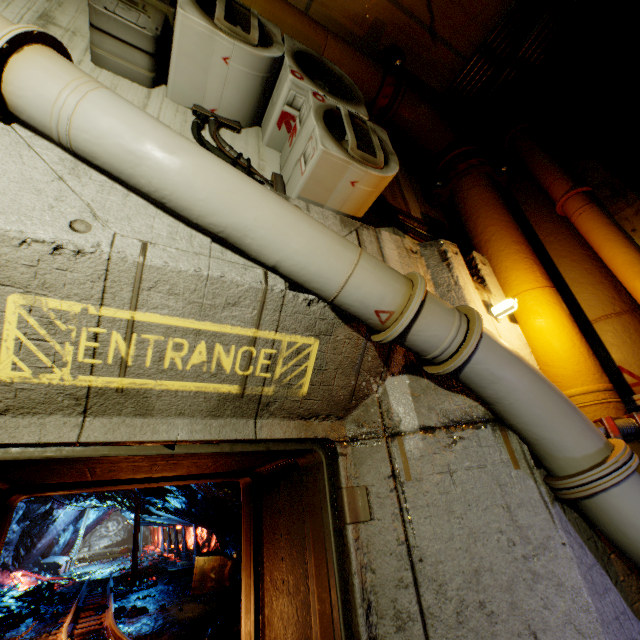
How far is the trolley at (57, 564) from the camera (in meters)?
17.92

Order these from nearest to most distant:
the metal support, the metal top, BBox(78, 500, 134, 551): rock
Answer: the metal support
the metal top
BBox(78, 500, 134, 551): rock

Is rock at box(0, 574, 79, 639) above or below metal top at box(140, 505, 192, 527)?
below

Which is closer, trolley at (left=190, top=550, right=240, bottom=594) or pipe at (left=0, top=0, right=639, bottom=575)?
pipe at (left=0, top=0, right=639, bottom=575)

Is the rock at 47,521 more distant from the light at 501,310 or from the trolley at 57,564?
the light at 501,310

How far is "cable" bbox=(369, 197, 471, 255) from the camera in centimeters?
339cm

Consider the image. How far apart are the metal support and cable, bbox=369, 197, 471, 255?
18.2m

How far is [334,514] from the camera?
2.00m
